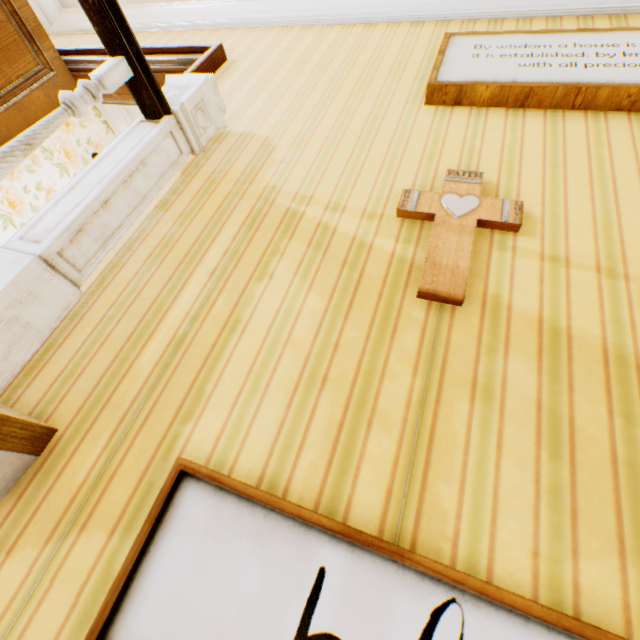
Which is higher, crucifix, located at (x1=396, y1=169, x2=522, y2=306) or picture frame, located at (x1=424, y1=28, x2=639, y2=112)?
picture frame, located at (x1=424, y1=28, x2=639, y2=112)

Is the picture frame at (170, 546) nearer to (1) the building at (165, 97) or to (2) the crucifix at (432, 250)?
(1) the building at (165, 97)

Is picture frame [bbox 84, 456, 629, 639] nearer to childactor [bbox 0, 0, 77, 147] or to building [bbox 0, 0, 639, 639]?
building [bbox 0, 0, 639, 639]

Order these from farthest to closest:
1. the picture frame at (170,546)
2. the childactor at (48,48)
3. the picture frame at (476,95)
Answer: the childactor at (48,48)
the picture frame at (476,95)
the picture frame at (170,546)

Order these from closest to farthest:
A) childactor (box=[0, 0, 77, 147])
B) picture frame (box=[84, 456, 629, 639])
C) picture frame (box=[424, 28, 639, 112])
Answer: picture frame (box=[84, 456, 629, 639]), picture frame (box=[424, 28, 639, 112]), childactor (box=[0, 0, 77, 147])

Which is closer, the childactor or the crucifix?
the crucifix

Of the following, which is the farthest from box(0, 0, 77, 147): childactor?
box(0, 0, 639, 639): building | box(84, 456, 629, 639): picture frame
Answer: Answer: box(84, 456, 629, 639): picture frame

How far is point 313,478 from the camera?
0.83m
